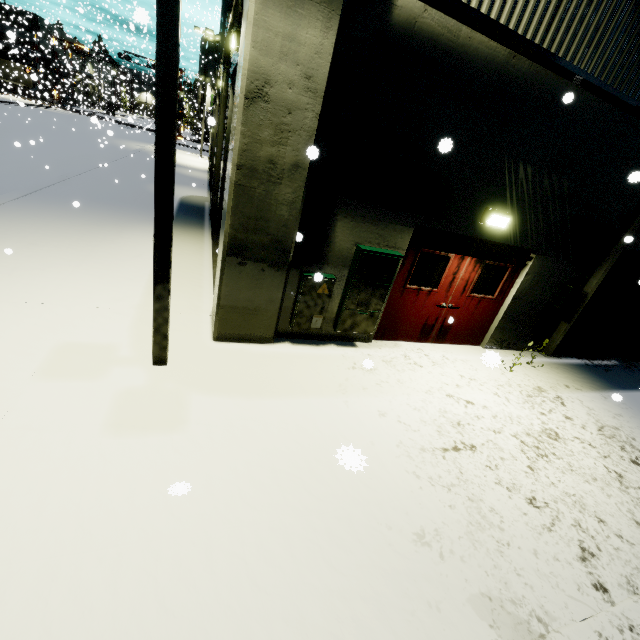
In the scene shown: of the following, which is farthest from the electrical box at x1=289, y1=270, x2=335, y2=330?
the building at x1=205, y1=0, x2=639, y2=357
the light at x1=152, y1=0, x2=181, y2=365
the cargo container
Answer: the cargo container

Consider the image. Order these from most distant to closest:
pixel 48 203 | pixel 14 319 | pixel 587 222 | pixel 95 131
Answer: pixel 95 131, pixel 48 203, pixel 587 222, pixel 14 319

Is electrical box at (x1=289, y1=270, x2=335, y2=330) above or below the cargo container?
below

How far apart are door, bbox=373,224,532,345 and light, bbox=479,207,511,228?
0.25m

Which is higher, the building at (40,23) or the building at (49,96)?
the building at (40,23)

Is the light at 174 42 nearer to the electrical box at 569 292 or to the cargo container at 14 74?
the electrical box at 569 292

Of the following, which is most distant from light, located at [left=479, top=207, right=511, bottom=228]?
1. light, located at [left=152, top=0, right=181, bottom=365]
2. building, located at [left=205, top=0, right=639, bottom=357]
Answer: light, located at [left=152, top=0, right=181, bottom=365]

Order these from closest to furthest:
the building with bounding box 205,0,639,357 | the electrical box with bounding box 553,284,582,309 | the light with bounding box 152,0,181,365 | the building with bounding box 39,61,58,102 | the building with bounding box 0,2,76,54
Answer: the light with bounding box 152,0,181,365 < the building with bounding box 205,0,639,357 < the electrical box with bounding box 553,284,582,309 < the building with bounding box 39,61,58,102 < the building with bounding box 0,2,76,54
